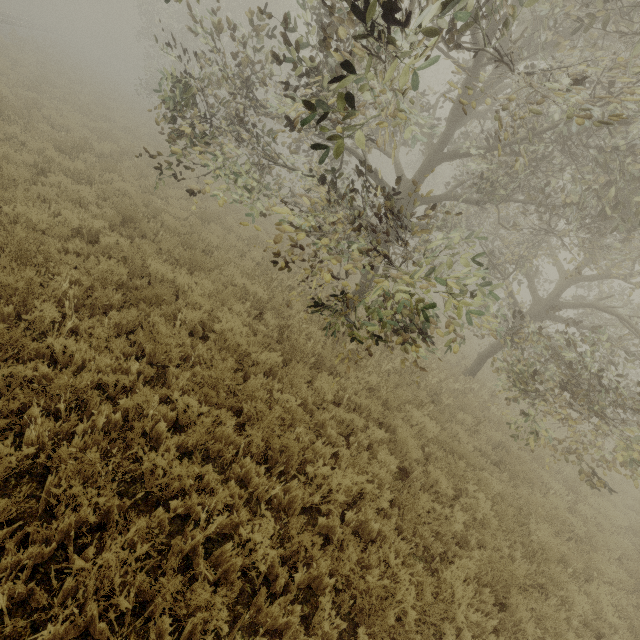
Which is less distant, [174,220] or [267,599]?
[267,599]
